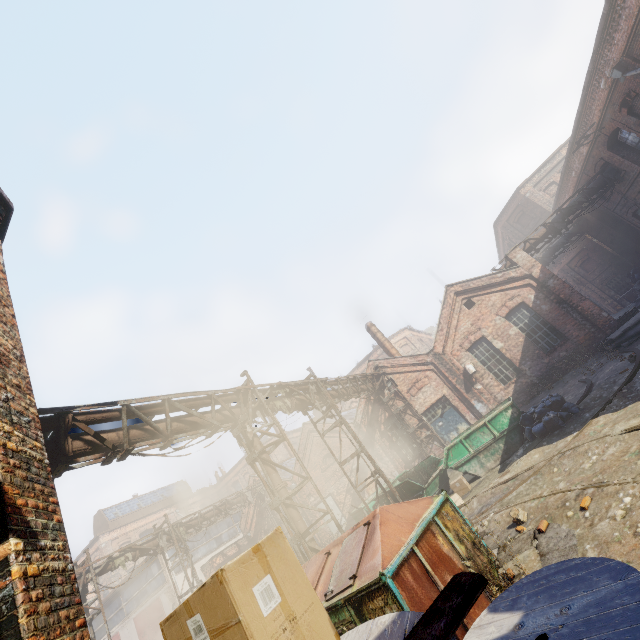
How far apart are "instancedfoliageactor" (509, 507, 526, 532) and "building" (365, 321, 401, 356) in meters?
16.3 m

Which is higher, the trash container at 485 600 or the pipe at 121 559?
the pipe at 121 559

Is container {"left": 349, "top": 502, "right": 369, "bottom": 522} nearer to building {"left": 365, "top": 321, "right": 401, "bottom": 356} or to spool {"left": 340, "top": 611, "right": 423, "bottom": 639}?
building {"left": 365, "top": 321, "right": 401, "bottom": 356}

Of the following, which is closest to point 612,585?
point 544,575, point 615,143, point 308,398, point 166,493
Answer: point 544,575

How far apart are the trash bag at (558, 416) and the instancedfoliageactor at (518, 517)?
4.5 meters

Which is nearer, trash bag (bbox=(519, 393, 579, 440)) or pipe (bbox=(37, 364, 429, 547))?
pipe (bbox=(37, 364, 429, 547))

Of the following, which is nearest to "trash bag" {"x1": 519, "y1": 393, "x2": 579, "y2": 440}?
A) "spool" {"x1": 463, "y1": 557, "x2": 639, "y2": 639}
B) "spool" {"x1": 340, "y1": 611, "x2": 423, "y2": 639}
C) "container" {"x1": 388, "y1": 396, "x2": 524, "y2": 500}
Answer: "container" {"x1": 388, "y1": 396, "x2": 524, "y2": 500}

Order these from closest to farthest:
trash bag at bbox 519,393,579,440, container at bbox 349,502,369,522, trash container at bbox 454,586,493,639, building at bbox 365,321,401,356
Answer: trash container at bbox 454,586,493,639 → trash bag at bbox 519,393,579,440 → container at bbox 349,502,369,522 → building at bbox 365,321,401,356
